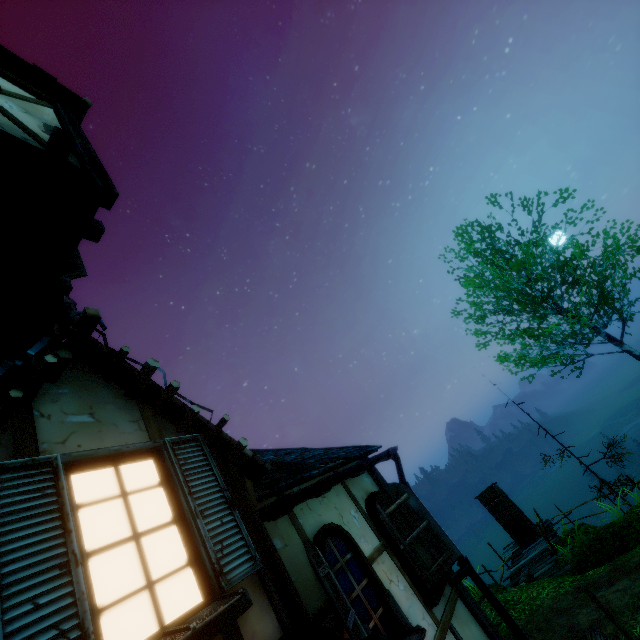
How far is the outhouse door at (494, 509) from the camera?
15.2 meters

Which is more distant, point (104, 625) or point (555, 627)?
point (555, 627)

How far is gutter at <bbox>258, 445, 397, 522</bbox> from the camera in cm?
323

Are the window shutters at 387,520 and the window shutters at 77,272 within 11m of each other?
yes

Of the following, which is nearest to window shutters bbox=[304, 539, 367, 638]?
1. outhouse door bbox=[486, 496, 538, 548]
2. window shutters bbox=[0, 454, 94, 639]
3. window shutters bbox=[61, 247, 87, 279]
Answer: window shutters bbox=[0, 454, 94, 639]

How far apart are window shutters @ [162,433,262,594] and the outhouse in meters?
18.1

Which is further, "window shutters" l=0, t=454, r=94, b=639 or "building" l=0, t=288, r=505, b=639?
"building" l=0, t=288, r=505, b=639

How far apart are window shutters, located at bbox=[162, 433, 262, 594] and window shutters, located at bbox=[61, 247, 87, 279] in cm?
550
